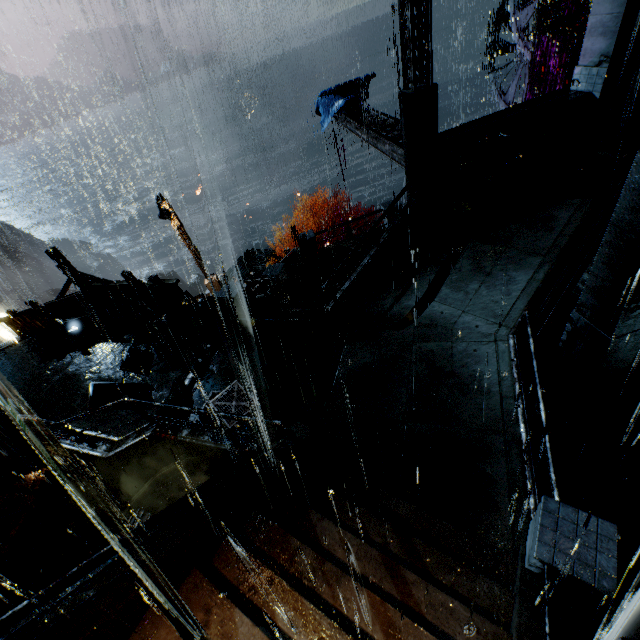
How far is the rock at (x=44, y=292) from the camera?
54.8 meters

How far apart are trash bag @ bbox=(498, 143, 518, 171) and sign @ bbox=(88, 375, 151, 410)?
13.5m

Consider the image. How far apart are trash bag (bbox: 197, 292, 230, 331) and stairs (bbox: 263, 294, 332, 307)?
2.29m

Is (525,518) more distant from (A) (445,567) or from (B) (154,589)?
(B) (154,589)

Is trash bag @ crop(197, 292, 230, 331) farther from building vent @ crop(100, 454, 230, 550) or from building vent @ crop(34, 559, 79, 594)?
building vent @ crop(34, 559, 79, 594)

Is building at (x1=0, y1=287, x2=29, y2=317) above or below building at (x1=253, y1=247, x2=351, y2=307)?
below

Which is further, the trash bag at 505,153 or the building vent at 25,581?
the trash bag at 505,153

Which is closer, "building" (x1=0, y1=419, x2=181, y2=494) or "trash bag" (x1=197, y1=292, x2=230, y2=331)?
"building" (x1=0, y1=419, x2=181, y2=494)
